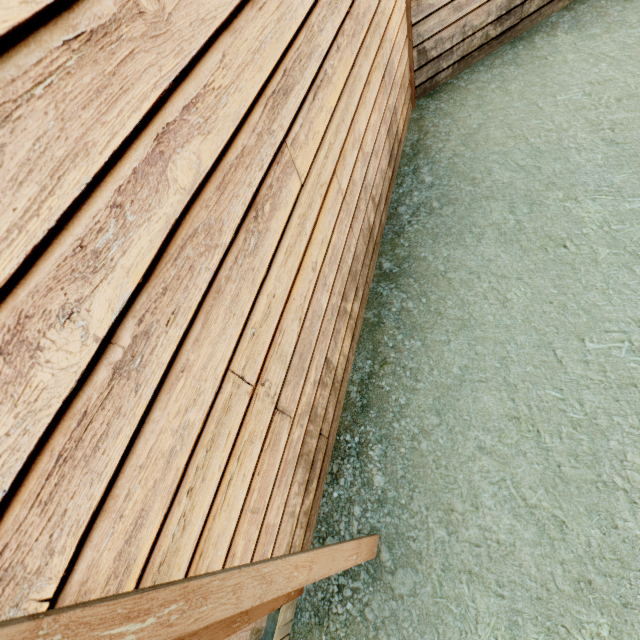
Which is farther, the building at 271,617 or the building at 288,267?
the building at 271,617

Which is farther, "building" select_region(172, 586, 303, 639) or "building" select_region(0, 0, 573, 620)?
"building" select_region(172, 586, 303, 639)

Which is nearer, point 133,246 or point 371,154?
point 133,246
